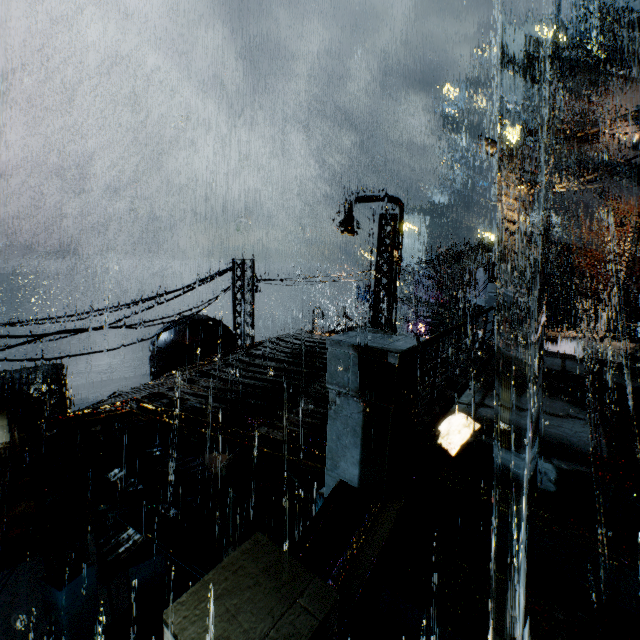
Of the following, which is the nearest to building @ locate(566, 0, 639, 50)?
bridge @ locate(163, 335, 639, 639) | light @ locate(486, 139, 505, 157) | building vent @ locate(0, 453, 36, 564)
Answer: bridge @ locate(163, 335, 639, 639)

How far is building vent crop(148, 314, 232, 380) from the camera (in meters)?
15.24

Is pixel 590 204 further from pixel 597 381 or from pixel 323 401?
pixel 323 401

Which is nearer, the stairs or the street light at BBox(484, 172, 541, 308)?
the street light at BBox(484, 172, 541, 308)

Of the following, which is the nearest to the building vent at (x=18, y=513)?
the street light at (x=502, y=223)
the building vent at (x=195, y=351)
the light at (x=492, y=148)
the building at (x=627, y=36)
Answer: the building at (x=627, y=36)

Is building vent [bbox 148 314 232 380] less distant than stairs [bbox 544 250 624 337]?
Yes

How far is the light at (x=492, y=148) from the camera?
15.3 meters

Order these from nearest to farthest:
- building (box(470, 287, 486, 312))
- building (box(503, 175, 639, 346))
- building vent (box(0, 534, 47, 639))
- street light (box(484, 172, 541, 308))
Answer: street light (box(484, 172, 541, 308)) < building vent (box(0, 534, 47, 639)) < building (box(503, 175, 639, 346)) < building (box(470, 287, 486, 312))
